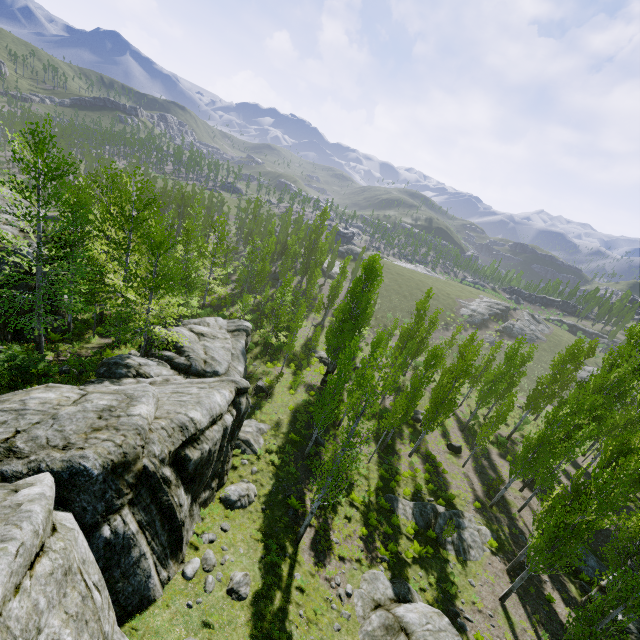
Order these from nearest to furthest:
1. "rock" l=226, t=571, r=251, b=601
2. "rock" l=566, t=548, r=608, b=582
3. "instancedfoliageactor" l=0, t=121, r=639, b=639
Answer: "rock" l=226, t=571, r=251, b=601
"instancedfoliageactor" l=0, t=121, r=639, b=639
"rock" l=566, t=548, r=608, b=582

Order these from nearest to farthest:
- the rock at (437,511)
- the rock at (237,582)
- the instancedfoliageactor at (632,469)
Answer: the rock at (237,582)
the instancedfoliageactor at (632,469)
the rock at (437,511)

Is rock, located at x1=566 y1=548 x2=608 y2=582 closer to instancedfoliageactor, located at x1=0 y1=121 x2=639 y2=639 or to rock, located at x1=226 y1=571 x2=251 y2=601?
instancedfoliageactor, located at x1=0 y1=121 x2=639 y2=639

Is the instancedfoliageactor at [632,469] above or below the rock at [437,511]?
above

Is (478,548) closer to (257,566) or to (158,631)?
(257,566)

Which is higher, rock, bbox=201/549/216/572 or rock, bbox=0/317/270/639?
rock, bbox=0/317/270/639

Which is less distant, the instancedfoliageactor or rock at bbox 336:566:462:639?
rock at bbox 336:566:462:639
